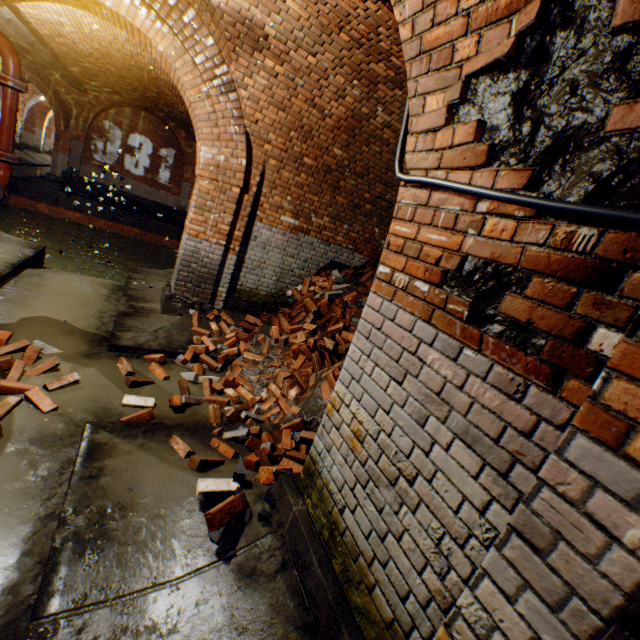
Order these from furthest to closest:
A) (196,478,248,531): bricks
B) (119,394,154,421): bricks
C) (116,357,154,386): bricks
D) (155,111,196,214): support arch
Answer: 1. (155,111,196,214): support arch
2. (116,357,154,386): bricks
3. (119,394,154,421): bricks
4. (196,478,248,531): bricks

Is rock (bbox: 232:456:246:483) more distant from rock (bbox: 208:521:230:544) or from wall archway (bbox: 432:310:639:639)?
wall archway (bbox: 432:310:639:639)

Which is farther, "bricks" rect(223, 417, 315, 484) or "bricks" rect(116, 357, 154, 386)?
"bricks" rect(116, 357, 154, 386)

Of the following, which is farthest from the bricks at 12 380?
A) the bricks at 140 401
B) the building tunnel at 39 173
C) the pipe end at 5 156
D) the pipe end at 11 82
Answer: the building tunnel at 39 173

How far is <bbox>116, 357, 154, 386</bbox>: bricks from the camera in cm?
391

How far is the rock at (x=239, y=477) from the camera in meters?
2.6

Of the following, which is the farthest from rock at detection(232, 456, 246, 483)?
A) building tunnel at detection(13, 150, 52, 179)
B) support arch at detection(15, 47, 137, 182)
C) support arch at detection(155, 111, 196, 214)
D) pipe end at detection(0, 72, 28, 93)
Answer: building tunnel at detection(13, 150, 52, 179)

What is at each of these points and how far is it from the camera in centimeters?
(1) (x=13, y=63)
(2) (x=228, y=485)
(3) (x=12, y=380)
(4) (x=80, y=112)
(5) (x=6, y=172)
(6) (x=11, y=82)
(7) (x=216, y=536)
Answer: (1) pipe, 443cm
(2) bricks, 255cm
(3) bricks, 331cm
(4) support arch, 1486cm
(5) pipe, 482cm
(6) pipe end, 444cm
(7) rock, 225cm
